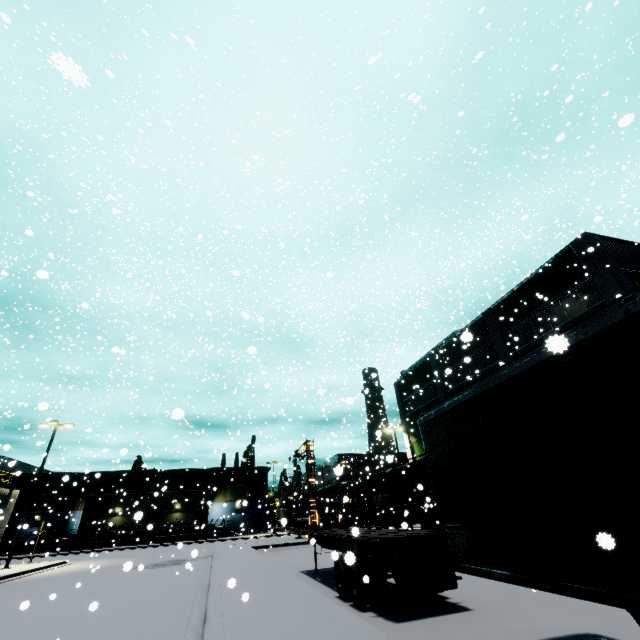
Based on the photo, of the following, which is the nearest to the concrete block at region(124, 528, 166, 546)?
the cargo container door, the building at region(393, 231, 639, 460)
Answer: the building at region(393, 231, 639, 460)

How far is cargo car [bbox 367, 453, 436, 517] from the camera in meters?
23.0

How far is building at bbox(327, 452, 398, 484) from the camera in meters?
31.0

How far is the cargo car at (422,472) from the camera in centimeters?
2301cm

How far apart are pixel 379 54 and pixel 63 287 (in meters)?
23.81

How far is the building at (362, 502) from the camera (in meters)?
51.57

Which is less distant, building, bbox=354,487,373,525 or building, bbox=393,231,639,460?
building, bbox=393,231,639,460

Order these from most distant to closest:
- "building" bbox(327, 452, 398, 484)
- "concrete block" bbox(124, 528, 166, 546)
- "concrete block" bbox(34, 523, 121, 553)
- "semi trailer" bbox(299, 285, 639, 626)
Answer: "concrete block" bbox(124, 528, 166, 546), "concrete block" bbox(34, 523, 121, 553), "building" bbox(327, 452, 398, 484), "semi trailer" bbox(299, 285, 639, 626)
